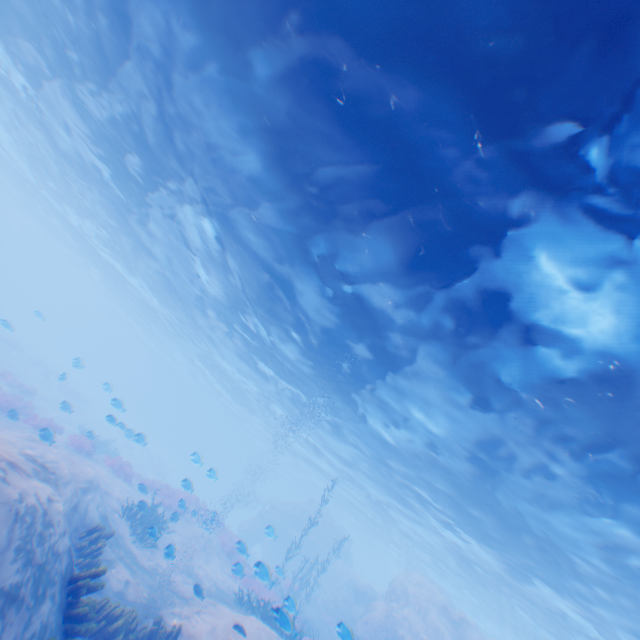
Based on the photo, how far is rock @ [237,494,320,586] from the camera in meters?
12.2

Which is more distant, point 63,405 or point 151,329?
point 151,329

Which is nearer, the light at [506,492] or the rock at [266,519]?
the light at [506,492]

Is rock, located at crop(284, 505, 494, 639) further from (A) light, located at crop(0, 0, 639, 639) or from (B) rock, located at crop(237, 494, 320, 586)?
(A) light, located at crop(0, 0, 639, 639)

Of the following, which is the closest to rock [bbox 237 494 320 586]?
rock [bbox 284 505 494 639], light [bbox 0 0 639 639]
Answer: rock [bbox 284 505 494 639]

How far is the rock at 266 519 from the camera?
12.23m

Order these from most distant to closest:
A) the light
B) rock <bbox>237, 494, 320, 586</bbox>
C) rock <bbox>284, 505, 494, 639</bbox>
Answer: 1. rock <bbox>284, 505, 494, 639</bbox>
2. rock <bbox>237, 494, 320, 586</bbox>
3. the light
